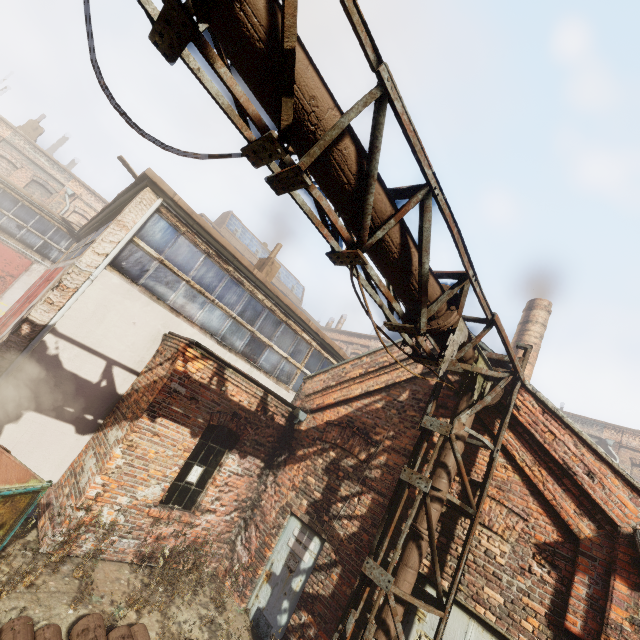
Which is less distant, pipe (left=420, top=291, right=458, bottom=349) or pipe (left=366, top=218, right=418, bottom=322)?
pipe (left=366, top=218, right=418, bottom=322)

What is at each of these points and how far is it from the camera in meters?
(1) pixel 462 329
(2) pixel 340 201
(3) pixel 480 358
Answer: (1) pipe, 4.5 m
(2) pipe, 3.1 m
(3) pipe, 5.1 m

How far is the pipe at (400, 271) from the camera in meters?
3.4

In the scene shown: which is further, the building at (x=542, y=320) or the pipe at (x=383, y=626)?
the building at (x=542, y=320)

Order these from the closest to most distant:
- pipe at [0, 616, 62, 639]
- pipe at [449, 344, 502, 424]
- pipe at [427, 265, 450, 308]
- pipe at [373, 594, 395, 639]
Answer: pipe at [0, 616, 62, 639]
pipe at [427, 265, 450, 308]
pipe at [373, 594, 395, 639]
pipe at [449, 344, 502, 424]

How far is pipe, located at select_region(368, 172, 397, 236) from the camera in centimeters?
309cm
